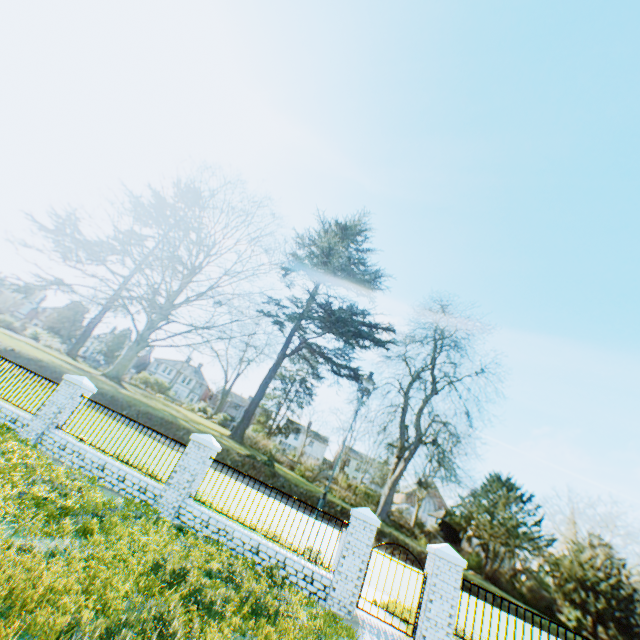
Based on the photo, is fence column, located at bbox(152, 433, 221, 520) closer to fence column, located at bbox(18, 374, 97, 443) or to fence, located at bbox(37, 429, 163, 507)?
fence, located at bbox(37, 429, 163, 507)

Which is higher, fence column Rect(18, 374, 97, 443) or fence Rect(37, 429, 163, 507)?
fence column Rect(18, 374, 97, 443)

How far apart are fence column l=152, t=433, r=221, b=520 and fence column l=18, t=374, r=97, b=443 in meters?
4.7

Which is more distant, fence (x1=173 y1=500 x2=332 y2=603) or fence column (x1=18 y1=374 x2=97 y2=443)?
fence column (x1=18 y1=374 x2=97 y2=443)

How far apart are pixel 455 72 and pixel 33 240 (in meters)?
77.91

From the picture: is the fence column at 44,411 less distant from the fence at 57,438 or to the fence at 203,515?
the fence at 57,438

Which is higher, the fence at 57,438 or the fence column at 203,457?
the fence column at 203,457

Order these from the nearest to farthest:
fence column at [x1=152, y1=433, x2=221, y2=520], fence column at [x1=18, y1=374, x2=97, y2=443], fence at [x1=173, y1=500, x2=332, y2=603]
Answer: fence at [x1=173, y1=500, x2=332, y2=603] → fence column at [x1=152, y1=433, x2=221, y2=520] → fence column at [x1=18, y1=374, x2=97, y2=443]
